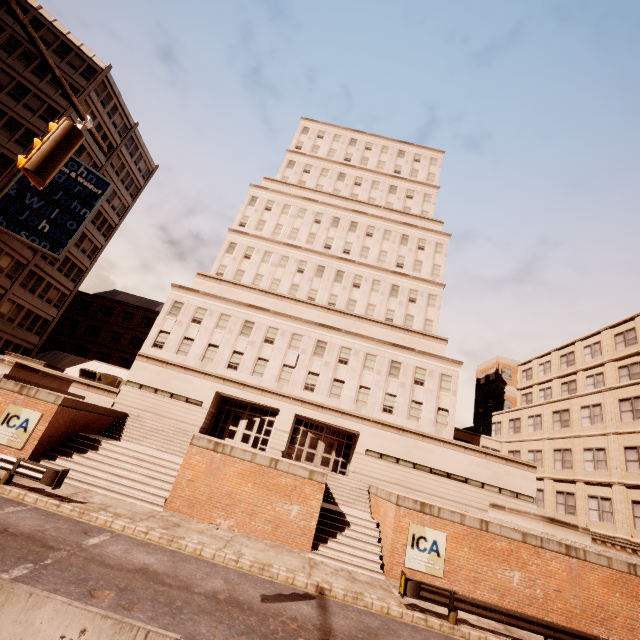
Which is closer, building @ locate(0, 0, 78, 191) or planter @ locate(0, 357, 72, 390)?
planter @ locate(0, 357, 72, 390)

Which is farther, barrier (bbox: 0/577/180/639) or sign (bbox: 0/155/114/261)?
sign (bbox: 0/155/114/261)

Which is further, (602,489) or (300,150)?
(300,150)

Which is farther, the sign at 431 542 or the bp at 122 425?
the bp at 122 425

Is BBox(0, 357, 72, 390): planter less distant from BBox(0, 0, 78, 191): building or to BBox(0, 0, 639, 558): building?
BBox(0, 0, 639, 558): building

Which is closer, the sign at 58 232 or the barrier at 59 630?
the barrier at 59 630

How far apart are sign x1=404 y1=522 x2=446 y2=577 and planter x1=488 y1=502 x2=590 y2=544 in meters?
5.4 m

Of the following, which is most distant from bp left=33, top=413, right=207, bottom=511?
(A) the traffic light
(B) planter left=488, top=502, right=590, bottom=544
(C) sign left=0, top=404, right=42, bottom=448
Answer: (B) planter left=488, top=502, right=590, bottom=544
